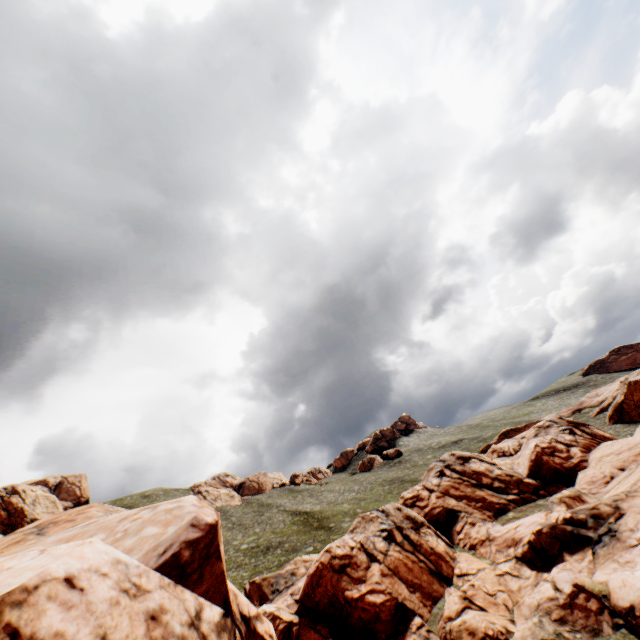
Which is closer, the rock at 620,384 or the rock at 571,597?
the rock at 571,597

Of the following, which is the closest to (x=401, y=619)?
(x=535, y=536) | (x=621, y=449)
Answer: (x=535, y=536)

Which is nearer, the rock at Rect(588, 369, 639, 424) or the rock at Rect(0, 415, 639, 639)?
the rock at Rect(0, 415, 639, 639)
